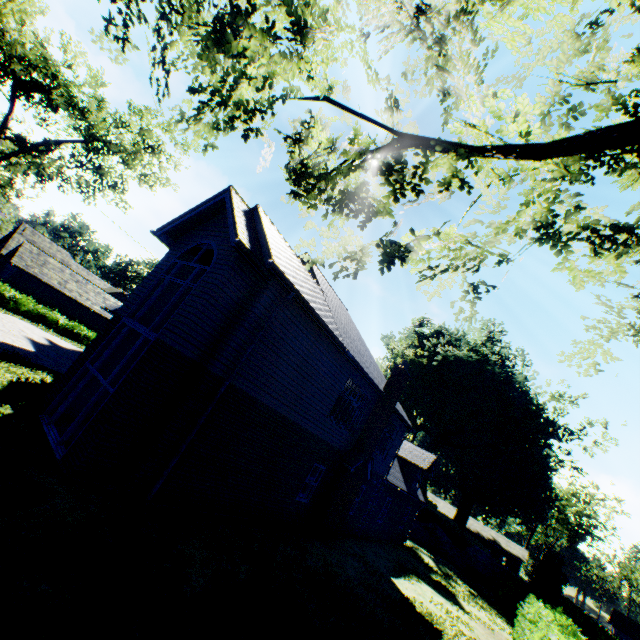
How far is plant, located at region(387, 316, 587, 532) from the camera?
38.6 meters

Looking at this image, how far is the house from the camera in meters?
57.8

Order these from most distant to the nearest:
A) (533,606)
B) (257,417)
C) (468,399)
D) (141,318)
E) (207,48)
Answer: (468,399) → (533,606) → (141,318) → (257,417) → (207,48)

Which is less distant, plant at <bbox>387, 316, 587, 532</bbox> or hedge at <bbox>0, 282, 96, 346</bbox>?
hedge at <bbox>0, 282, 96, 346</bbox>

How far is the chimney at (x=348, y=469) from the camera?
14.2m

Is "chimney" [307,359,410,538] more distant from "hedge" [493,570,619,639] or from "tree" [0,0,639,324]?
"tree" [0,0,639,324]

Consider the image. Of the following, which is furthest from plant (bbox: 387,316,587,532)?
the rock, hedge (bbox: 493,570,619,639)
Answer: hedge (bbox: 493,570,619,639)

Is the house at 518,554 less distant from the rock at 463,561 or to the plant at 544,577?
the plant at 544,577
